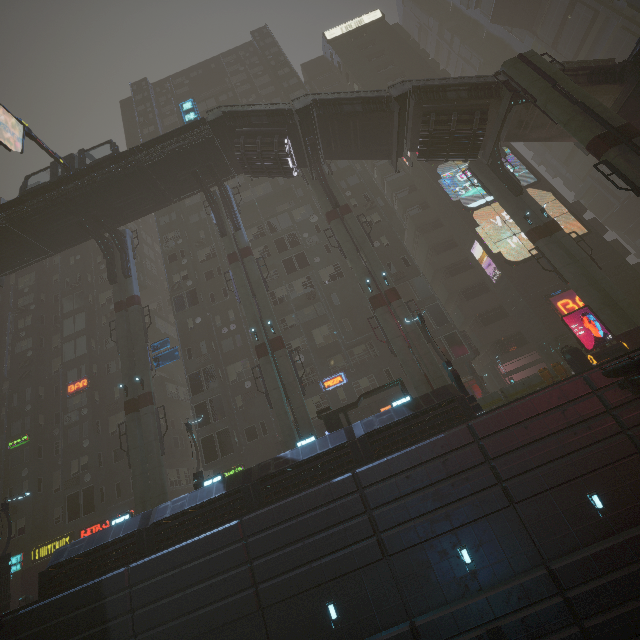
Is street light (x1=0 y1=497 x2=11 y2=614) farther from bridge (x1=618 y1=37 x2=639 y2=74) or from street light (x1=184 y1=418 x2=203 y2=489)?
bridge (x1=618 y1=37 x2=639 y2=74)

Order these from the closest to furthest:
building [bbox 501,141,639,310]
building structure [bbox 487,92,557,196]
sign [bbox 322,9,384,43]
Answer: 1. building structure [bbox 487,92,557,196]
2. building [bbox 501,141,639,310]
3. sign [bbox 322,9,384,43]

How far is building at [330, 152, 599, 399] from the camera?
27.2m

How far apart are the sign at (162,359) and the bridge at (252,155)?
15.53m

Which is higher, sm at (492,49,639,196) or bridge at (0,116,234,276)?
bridge at (0,116,234,276)

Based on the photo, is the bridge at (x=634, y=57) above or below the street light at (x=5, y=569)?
above

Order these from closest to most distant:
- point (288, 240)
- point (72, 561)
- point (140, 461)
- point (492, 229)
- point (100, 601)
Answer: point (100, 601) → point (72, 561) → point (140, 461) → point (492, 229) → point (288, 240)

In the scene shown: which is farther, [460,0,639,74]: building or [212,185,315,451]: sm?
[460,0,639,74]: building
